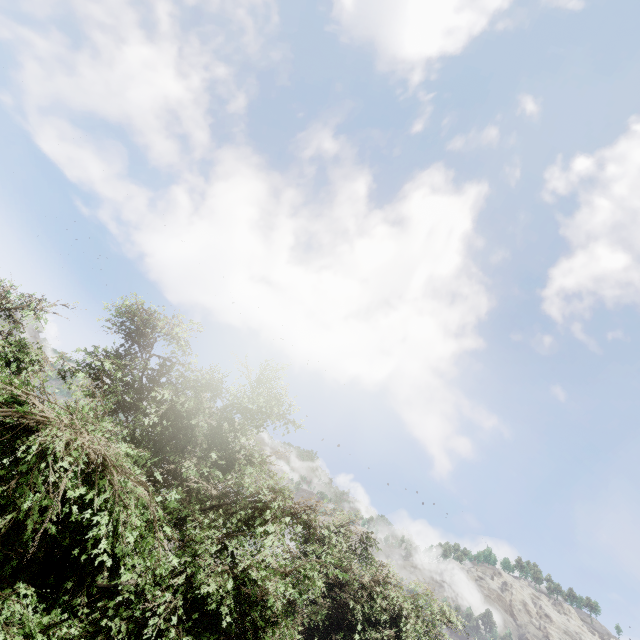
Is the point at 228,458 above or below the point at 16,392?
above
